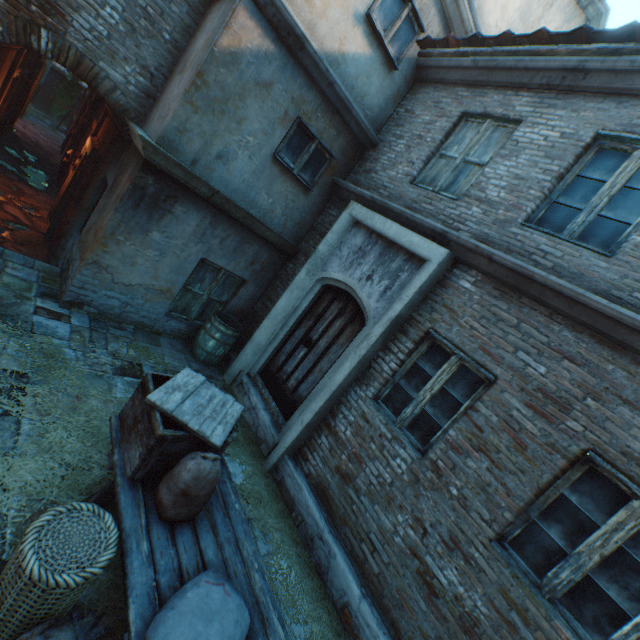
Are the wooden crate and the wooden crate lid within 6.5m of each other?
yes

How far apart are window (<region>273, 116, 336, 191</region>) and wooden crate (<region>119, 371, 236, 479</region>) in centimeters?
390cm

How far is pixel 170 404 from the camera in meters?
2.7 m

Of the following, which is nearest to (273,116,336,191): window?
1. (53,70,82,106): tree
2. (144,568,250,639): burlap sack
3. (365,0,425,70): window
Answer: (365,0,425,70): window

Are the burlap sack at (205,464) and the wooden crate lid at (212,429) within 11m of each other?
yes

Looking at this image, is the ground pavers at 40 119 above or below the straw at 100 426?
below

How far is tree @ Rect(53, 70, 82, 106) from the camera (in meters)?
21.94

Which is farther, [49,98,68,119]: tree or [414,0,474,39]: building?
[49,98,68,119]: tree
